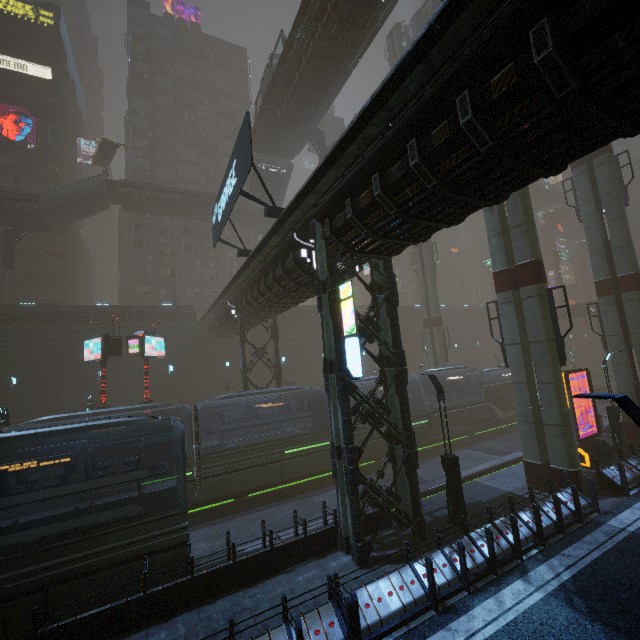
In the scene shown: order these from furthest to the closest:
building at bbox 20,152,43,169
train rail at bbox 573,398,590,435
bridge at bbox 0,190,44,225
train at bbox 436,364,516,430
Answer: building at bbox 20,152,43,169 → bridge at bbox 0,190,44,225 → train at bbox 436,364,516,430 → train rail at bbox 573,398,590,435

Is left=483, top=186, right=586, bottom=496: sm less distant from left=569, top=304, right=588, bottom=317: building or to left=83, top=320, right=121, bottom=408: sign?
left=569, top=304, right=588, bottom=317: building

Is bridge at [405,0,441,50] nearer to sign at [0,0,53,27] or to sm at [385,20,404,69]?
sm at [385,20,404,69]

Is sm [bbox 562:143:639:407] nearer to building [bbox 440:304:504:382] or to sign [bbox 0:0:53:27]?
building [bbox 440:304:504:382]

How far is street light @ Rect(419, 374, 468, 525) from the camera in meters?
12.0

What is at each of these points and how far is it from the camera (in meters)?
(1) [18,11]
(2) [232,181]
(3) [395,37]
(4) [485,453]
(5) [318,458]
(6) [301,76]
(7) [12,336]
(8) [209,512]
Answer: (1) sign, 40.94
(2) sign, 12.61
(3) sm, 37.75
(4) train rail, 23.33
(5) train, 19.88
(6) building, 24.78
(7) building, 27.75
(8) train rail, 17.61

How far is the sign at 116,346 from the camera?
19.5 meters

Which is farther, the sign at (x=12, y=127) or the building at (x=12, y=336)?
the sign at (x=12, y=127)
